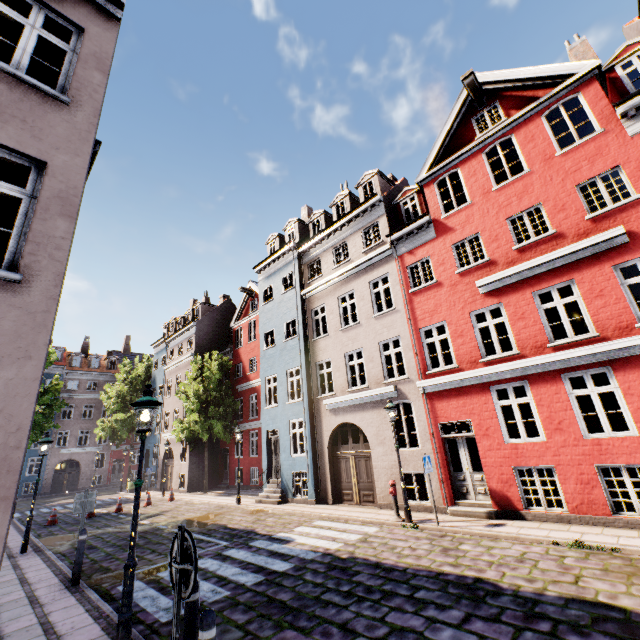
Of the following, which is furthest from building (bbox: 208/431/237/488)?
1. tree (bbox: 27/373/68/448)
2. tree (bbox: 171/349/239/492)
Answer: tree (bbox: 27/373/68/448)

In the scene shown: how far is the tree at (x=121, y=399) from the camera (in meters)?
30.97

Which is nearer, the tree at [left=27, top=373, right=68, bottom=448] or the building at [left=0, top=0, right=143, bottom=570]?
the building at [left=0, top=0, right=143, bottom=570]

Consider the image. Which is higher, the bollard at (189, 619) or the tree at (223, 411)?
the tree at (223, 411)

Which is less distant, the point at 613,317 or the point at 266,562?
the point at 266,562

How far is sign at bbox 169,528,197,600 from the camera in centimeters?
277cm

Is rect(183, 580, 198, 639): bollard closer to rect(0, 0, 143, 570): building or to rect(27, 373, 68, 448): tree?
rect(0, 0, 143, 570): building

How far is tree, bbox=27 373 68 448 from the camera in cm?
2677
